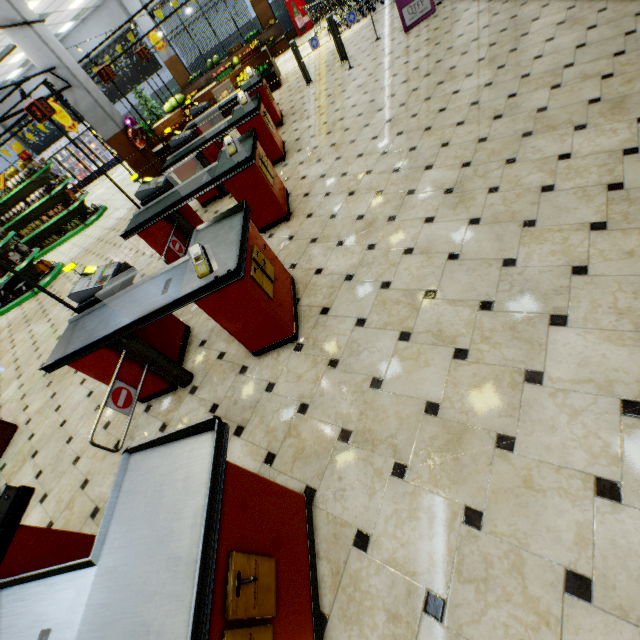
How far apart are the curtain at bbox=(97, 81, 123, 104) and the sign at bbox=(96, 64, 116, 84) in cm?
1435

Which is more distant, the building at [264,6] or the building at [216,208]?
the building at [264,6]

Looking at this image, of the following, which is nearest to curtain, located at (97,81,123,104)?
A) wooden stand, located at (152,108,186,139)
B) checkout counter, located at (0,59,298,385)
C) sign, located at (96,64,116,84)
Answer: wooden stand, located at (152,108,186,139)

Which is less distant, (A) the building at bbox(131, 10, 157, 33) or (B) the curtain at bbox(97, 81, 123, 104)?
(A) the building at bbox(131, 10, 157, 33)

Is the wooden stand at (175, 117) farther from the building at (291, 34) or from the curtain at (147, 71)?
the curtain at (147, 71)

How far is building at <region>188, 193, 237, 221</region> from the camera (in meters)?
6.10

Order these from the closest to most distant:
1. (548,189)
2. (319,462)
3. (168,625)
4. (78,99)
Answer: (168,625), (319,462), (548,189), (78,99)

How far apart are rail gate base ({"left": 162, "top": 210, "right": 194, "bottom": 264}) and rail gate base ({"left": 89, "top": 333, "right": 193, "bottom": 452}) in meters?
1.3
